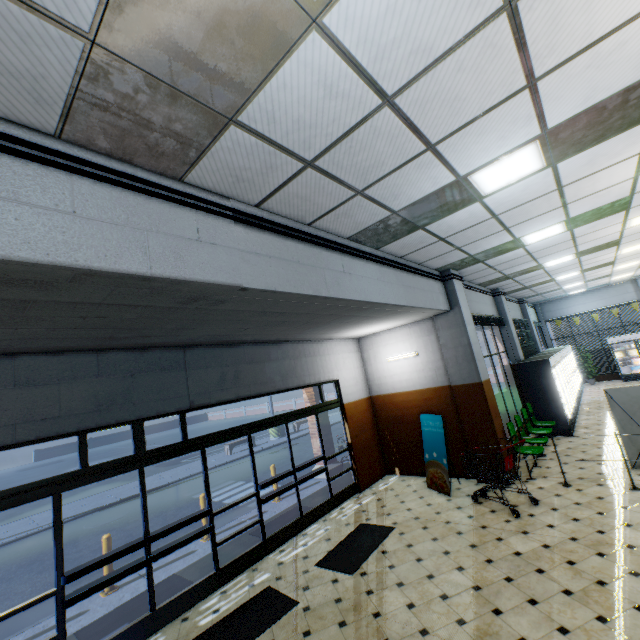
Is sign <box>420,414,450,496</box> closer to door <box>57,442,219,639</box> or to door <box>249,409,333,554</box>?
door <box>249,409,333,554</box>

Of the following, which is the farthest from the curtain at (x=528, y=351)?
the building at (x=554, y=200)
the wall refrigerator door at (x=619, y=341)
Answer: the wall refrigerator door at (x=619, y=341)

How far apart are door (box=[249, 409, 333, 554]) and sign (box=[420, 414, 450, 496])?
2.3m

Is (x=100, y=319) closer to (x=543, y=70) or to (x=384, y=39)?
(x=384, y=39)

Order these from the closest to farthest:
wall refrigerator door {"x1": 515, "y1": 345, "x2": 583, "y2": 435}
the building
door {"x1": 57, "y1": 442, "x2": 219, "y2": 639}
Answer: the building → door {"x1": 57, "y1": 442, "x2": 219, "y2": 639} → wall refrigerator door {"x1": 515, "y1": 345, "x2": 583, "y2": 435}

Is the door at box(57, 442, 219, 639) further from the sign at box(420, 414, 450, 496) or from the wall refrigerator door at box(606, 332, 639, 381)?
the wall refrigerator door at box(606, 332, 639, 381)

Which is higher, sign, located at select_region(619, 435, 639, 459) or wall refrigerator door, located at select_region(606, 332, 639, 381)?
wall refrigerator door, located at select_region(606, 332, 639, 381)

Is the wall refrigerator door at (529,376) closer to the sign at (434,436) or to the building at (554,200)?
the building at (554,200)
